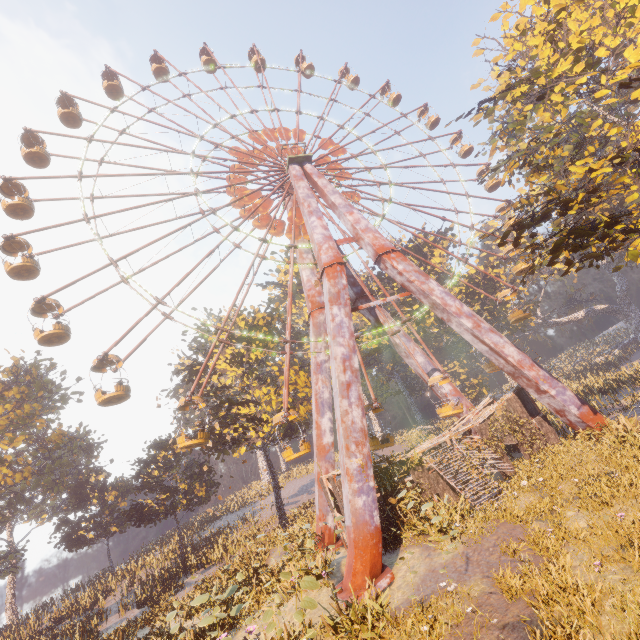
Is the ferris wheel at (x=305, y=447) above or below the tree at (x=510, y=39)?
below

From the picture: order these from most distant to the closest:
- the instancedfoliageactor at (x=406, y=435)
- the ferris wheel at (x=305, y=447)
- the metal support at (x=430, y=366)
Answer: the metal support at (x=430, y=366), the instancedfoliageactor at (x=406, y=435), the ferris wheel at (x=305, y=447)

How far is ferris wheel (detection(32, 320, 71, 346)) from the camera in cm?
1845

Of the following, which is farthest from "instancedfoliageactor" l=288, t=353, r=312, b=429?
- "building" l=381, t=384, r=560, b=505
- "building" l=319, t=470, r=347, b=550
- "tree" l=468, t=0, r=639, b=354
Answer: "tree" l=468, t=0, r=639, b=354

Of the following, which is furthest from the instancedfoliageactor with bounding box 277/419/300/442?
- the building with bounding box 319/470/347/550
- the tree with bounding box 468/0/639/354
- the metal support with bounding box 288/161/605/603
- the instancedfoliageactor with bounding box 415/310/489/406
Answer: the instancedfoliageactor with bounding box 415/310/489/406

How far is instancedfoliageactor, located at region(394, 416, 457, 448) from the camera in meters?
22.3 m

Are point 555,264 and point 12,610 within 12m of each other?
no

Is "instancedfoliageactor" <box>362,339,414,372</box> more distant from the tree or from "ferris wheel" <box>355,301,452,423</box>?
the tree
